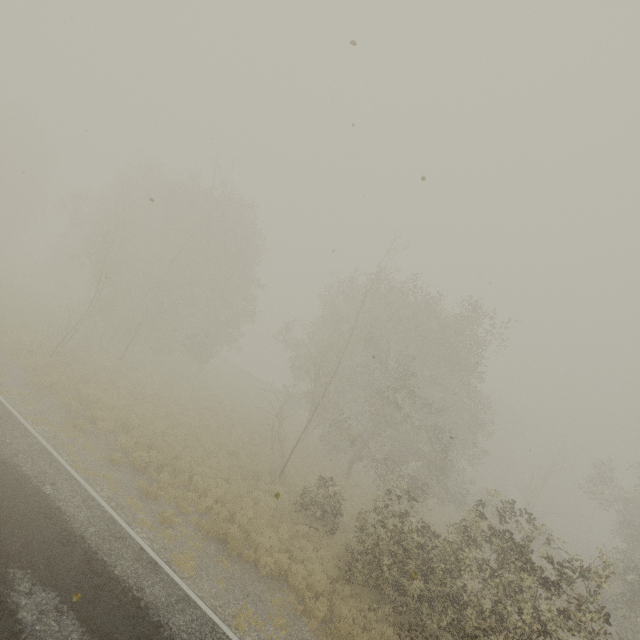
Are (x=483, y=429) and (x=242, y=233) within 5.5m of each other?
no
